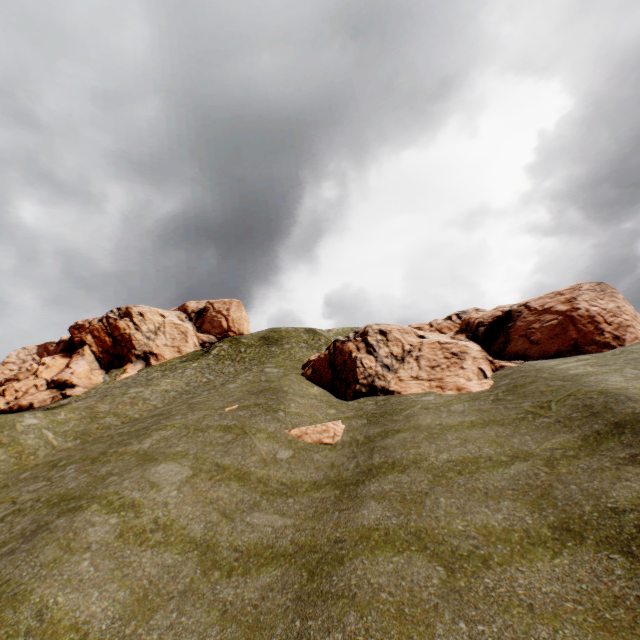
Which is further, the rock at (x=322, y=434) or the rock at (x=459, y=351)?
the rock at (x=459, y=351)

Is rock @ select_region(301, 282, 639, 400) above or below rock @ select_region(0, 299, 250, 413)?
below

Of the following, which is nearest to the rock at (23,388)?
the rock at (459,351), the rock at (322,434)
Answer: the rock at (459,351)

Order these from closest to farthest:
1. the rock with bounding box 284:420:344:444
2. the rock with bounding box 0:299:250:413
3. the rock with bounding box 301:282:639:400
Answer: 1. the rock with bounding box 284:420:344:444
2. the rock with bounding box 301:282:639:400
3. the rock with bounding box 0:299:250:413

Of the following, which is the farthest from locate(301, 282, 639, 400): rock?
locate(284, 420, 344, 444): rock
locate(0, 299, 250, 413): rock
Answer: locate(0, 299, 250, 413): rock

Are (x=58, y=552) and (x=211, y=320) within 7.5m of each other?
no

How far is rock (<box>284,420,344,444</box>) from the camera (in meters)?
15.48

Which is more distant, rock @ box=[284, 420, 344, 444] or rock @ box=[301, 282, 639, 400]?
rock @ box=[301, 282, 639, 400]
